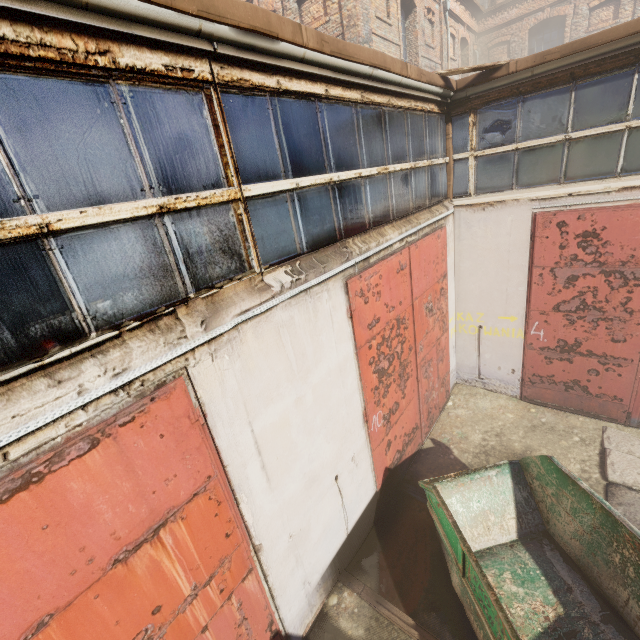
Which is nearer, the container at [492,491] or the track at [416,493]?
the container at [492,491]

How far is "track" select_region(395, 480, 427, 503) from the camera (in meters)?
5.72

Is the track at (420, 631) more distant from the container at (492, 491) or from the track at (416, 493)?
the track at (416, 493)

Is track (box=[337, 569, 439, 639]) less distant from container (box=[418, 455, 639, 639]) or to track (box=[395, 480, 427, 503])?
container (box=[418, 455, 639, 639])

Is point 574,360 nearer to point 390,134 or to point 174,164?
point 390,134

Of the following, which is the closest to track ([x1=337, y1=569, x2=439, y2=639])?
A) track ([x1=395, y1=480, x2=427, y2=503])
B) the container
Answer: the container
